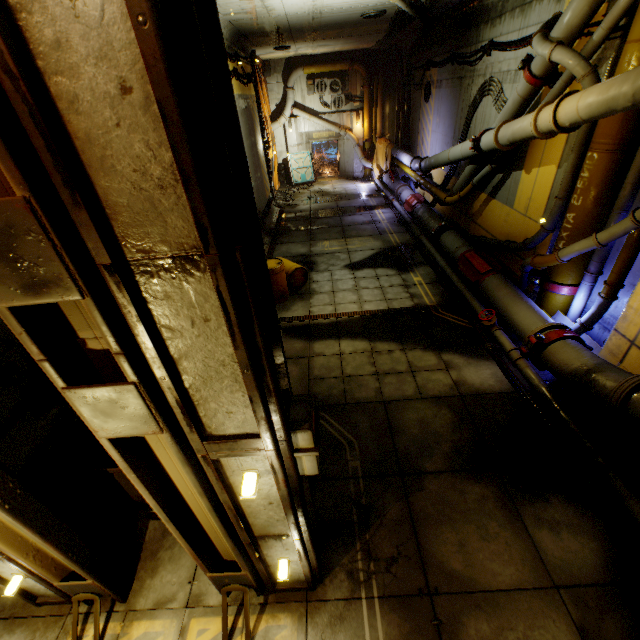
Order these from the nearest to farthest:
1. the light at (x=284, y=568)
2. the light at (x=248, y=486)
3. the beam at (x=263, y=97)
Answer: the light at (x=248, y=486) → the light at (x=284, y=568) → the beam at (x=263, y=97)

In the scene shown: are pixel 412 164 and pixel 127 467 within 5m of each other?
no

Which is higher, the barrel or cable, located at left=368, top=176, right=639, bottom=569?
A: the barrel

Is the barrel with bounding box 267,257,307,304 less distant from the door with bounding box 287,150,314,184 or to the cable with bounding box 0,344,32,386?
the cable with bounding box 0,344,32,386

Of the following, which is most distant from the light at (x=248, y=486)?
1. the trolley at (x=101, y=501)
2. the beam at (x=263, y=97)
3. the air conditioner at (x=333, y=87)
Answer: the air conditioner at (x=333, y=87)

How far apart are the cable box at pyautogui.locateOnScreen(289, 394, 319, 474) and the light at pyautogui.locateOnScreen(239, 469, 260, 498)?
0.4 meters

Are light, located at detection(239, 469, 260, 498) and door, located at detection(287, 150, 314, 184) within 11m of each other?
no

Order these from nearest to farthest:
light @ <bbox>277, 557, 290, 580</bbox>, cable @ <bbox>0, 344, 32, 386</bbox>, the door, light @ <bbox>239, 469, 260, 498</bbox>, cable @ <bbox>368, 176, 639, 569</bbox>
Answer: light @ <bbox>239, 469, 260, 498</bbox>
light @ <bbox>277, 557, 290, 580</bbox>
cable @ <bbox>368, 176, 639, 569</bbox>
cable @ <bbox>0, 344, 32, 386</bbox>
the door
